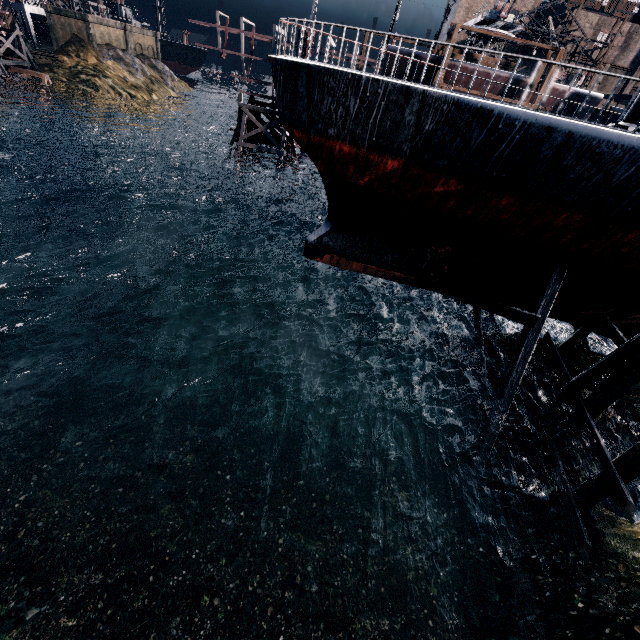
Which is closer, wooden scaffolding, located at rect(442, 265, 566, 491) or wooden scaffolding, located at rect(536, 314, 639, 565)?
wooden scaffolding, located at rect(536, 314, 639, 565)

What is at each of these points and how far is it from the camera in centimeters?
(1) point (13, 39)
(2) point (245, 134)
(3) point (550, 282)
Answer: (1) wooden support structure, 4888cm
(2) wooden support structure, 3388cm
(3) wooden scaffolding, 1183cm

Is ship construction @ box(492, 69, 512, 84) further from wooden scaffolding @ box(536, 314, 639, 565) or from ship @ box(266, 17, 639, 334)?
wooden scaffolding @ box(536, 314, 639, 565)

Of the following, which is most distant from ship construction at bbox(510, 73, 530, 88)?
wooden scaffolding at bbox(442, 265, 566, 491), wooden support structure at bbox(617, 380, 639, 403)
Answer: wooden support structure at bbox(617, 380, 639, 403)

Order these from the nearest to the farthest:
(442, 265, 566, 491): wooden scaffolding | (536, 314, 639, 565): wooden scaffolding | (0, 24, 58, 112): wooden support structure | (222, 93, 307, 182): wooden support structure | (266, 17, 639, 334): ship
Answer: (266, 17, 639, 334): ship → (536, 314, 639, 565): wooden scaffolding → (442, 265, 566, 491): wooden scaffolding → (222, 93, 307, 182): wooden support structure → (0, 24, 58, 112): wooden support structure

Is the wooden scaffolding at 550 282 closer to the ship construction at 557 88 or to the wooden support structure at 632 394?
the wooden support structure at 632 394

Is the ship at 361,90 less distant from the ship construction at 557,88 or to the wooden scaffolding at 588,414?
the wooden scaffolding at 588,414

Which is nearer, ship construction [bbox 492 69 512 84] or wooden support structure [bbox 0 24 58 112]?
ship construction [bbox 492 69 512 84]
